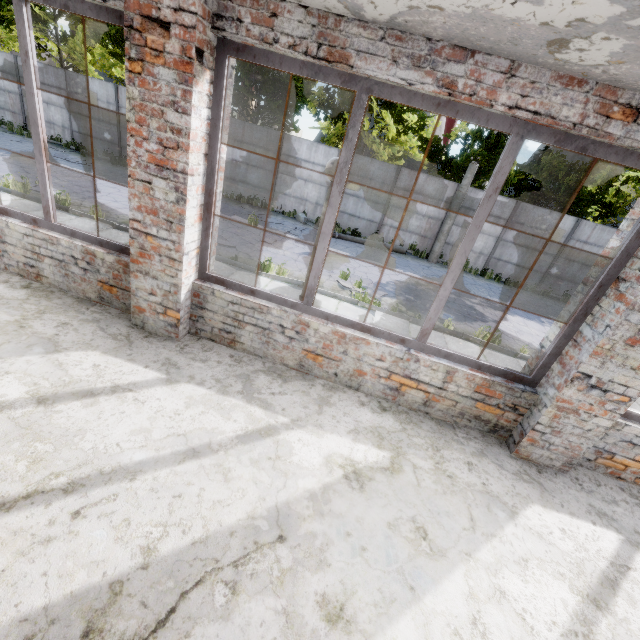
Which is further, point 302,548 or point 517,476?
point 517,476

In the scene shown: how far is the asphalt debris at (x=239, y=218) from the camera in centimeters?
1330cm

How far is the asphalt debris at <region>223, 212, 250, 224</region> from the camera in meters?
13.3 m
